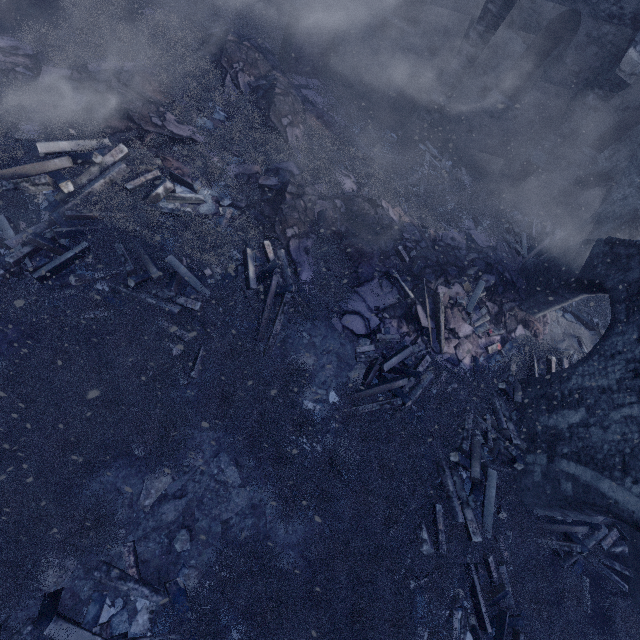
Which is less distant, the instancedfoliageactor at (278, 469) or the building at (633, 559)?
the instancedfoliageactor at (278, 469)

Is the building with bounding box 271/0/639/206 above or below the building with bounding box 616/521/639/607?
above

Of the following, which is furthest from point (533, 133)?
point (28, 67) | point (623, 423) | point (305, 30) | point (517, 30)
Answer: point (28, 67)

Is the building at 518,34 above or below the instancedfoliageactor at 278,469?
above

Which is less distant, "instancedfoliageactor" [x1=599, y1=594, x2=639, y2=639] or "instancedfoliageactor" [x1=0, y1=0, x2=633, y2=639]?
"instancedfoliageactor" [x1=0, y1=0, x2=633, y2=639]

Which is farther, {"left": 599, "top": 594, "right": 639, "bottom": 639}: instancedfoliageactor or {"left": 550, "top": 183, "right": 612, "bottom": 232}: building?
{"left": 550, "top": 183, "right": 612, "bottom": 232}: building

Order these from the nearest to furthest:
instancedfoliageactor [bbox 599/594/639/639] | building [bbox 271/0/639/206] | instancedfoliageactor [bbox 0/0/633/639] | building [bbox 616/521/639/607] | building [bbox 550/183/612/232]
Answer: instancedfoliageactor [bbox 0/0/633/639], instancedfoliageactor [bbox 599/594/639/639], building [bbox 616/521/639/607], building [bbox 271/0/639/206], building [bbox 550/183/612/232]

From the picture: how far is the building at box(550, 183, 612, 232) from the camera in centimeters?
1322cm
